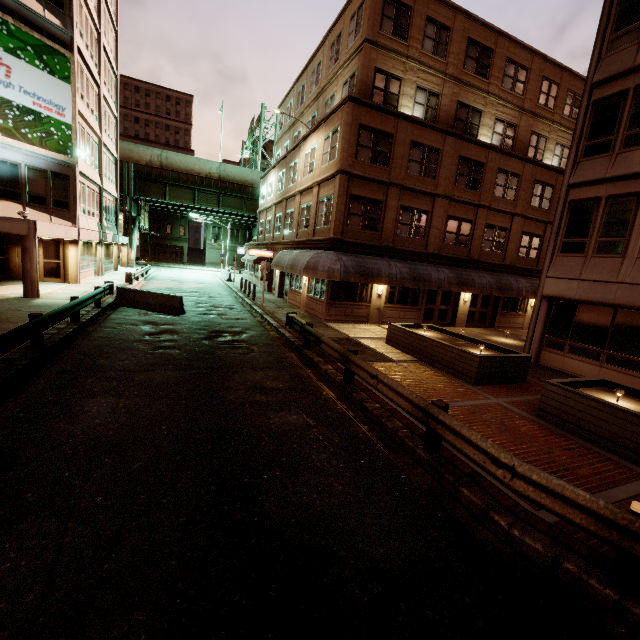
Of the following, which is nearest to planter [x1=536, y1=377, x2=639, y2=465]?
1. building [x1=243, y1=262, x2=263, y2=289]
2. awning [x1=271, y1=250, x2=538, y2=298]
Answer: awning [x1=271, y1=250, x2=538, y2=298]

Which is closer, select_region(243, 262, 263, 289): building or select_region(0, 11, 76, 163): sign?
select_region(0, 11, 76, 163): sign

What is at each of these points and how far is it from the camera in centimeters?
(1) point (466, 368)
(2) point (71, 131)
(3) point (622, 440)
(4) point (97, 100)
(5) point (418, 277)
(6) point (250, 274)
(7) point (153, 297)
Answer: (1) planter, 1047cm
(2) sign, 1986cm
(3) planter, 673cm
(4) building, 2558cm
(5) awning, 1844cm
(6) building, 3875cm
(7) barrier, 1670cm

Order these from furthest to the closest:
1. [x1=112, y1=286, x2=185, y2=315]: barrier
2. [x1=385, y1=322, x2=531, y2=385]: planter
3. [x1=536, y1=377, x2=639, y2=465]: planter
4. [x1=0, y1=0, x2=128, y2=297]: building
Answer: [x1=0, y1=0, x2=128, y2=297]: building
[x1=112, y1=286, x2=185, y2=315]: barrier
[x1=385, y1=322, x2=531, y2=385]: planter
[x1=536, y1=377, x2=639, y2=465]: planter

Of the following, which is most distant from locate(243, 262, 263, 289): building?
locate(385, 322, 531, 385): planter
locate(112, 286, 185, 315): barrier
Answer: locate(112, 286, 185, 315): barrier

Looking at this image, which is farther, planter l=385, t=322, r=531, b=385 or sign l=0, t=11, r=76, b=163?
sign l=0, t=11, r=76, b=163

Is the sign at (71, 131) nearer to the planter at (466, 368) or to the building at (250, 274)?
the building at (250, 274)

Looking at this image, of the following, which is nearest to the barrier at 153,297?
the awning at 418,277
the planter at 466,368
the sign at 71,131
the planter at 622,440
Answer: the awning at 418,277
